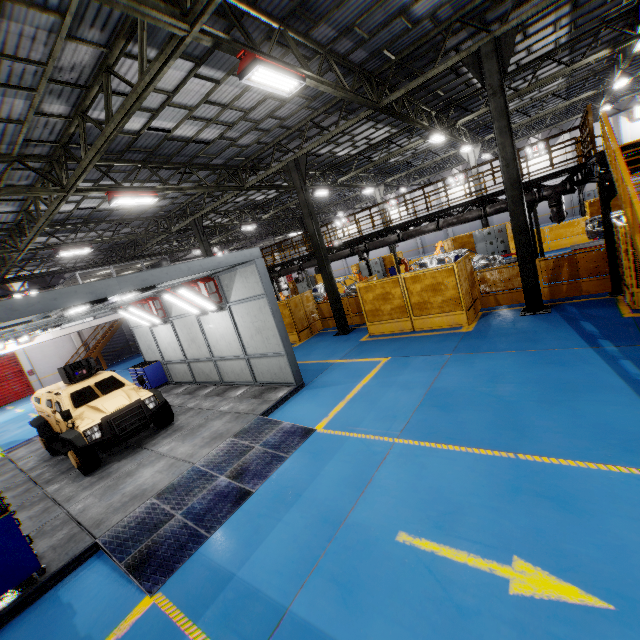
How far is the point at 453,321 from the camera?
11.36m

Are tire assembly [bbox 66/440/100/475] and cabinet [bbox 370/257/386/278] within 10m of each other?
no

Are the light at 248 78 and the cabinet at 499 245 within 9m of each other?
no

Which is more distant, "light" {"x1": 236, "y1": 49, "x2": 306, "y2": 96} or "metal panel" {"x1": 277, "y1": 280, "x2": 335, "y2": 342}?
"metal panel" {"x1": 277, "y1": 280, "x2": 335, "y2": 342}

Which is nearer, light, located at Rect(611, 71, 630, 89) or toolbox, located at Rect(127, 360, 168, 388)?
toolbox, located at Rect(127, 360, 168, 388)

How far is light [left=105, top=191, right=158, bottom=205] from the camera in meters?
11.2 m

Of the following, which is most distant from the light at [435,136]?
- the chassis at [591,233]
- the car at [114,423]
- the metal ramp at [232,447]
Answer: the car at [114,423]

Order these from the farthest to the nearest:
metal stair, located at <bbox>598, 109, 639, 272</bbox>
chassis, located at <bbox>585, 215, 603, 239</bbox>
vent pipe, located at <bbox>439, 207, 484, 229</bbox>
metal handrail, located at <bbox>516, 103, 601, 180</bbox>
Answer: vent pipe, located at <bbox>439, 207, 484, 229</bbox> < chassis, located at <bbox>585, 215, 603, 239</bbox> < metal handrail, located at <bbox>516, 103, 601, 180</bbox> < metal stair, located at <bbox>598, 109, 639, 272</bbox>
